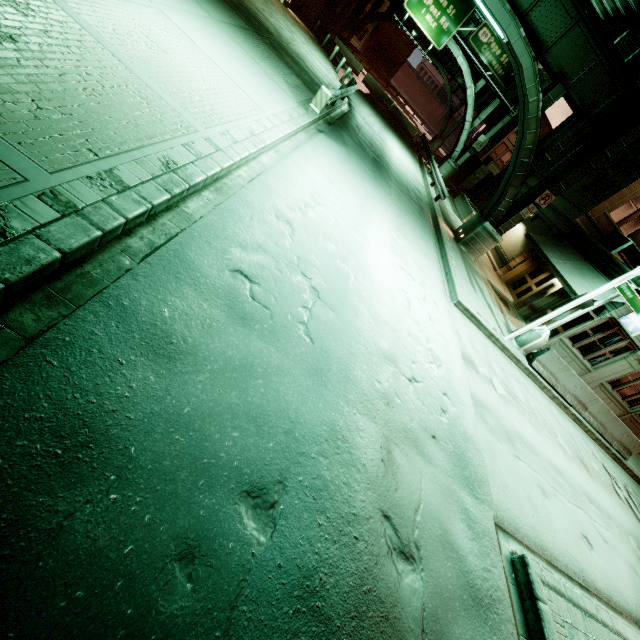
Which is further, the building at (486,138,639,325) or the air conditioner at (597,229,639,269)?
the building at (486,138,639,325)

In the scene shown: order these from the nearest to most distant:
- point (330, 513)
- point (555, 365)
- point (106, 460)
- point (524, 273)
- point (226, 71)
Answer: point (106, 460), point (330, 513), point (226, 71), point (555, 365), point (524, 273)

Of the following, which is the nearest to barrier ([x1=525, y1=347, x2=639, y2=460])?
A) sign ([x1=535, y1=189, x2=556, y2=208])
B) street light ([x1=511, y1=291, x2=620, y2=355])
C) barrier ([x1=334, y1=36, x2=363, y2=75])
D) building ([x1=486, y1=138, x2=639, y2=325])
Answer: street light ([x1=511, y1=291, x2=620, y2=355])

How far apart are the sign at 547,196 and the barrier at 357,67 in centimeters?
2862cm

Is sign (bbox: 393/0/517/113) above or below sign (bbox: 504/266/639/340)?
above

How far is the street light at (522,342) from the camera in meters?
11.6 m

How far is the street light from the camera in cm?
1162

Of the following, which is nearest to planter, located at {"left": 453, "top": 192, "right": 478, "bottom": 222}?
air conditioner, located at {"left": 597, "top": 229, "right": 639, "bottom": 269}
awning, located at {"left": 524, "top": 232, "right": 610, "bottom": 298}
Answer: awning, located at {"left": 524, "top": 232, "right": 610, "bottom": 298}
